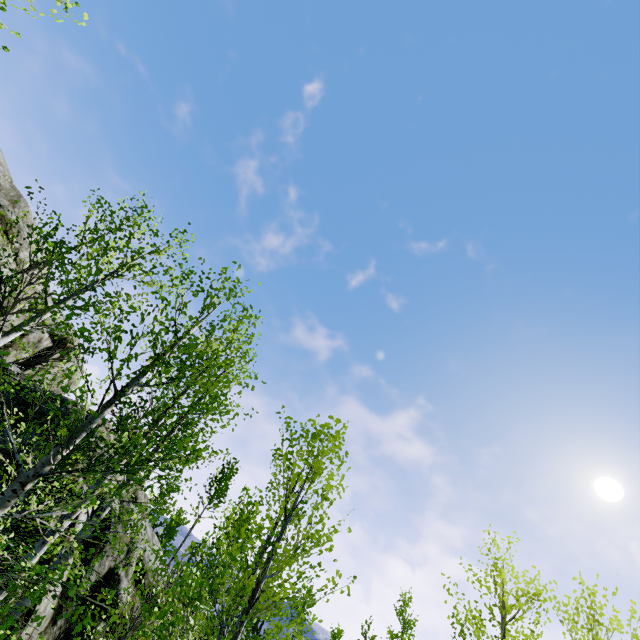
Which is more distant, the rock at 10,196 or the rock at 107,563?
the rock at 10,196

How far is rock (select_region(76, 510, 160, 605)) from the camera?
11.4m

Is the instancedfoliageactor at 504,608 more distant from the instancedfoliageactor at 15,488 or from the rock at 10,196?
the instancedfoliageactor at 15,488

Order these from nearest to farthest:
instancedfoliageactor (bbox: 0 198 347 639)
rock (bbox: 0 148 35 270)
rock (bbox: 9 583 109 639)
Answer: instancedfoliageactor (bbox: 0 198 347 639)
rock (bbox: 9 583 109 639)
rock (bbox: 0 148 35 270)

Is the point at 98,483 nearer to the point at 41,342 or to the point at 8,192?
the point at 8,192

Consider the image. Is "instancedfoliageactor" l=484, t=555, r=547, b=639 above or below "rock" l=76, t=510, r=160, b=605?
above

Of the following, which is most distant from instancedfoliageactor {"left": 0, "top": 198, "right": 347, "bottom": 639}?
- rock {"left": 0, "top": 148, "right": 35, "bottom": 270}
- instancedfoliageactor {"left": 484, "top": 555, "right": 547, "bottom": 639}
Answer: instancedfoliageactor {"left": 484, "top": 555, "right": 547, "bottom": 639}

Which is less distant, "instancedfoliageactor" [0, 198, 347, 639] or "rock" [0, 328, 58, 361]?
"instancedfoliageactor" [0, 198, 347, 639]
